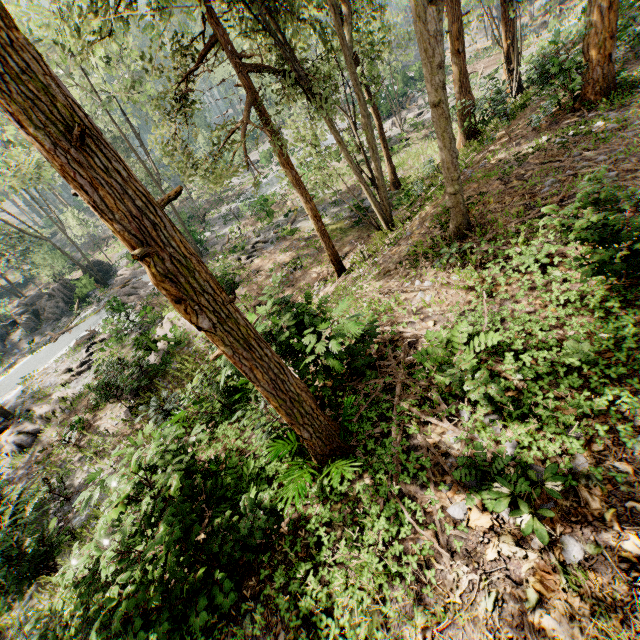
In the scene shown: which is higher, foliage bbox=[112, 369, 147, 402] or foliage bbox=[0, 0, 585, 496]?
foliage bbox=[0, 0, 585, 496]

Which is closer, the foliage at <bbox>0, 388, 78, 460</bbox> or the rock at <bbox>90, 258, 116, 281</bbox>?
the foliage at <bbox>0, 388, 78, 460</bbox>

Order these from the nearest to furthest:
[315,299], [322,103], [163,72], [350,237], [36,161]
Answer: [163,72] → [322,103] → [315,299] → [350,237] → [36,161]

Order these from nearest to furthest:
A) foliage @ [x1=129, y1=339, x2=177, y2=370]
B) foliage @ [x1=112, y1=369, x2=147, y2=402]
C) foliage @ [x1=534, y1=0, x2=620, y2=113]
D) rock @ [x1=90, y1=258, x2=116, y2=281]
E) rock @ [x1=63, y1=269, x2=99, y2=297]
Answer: foliage @ [x1=534, y1=0, x2=620, y2=113], foliage @ [x1=112, y1=369, x2=147, y2=402], foliage @ [x1=129, y1=339, x2=177, y2=370], rock @ [x1=63, y1=269, x2=99, y2=297], rock @ [x1=90, y1=258, x2=116, y2=281]

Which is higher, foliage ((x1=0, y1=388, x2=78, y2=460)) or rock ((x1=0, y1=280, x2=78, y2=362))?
rock ((x1=0, y1=280, x2=78, y2=362))

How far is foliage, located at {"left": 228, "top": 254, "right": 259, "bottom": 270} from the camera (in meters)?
22.19

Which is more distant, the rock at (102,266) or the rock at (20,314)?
the rock at (102,266)

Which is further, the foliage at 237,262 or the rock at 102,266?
the rock at 102,266
